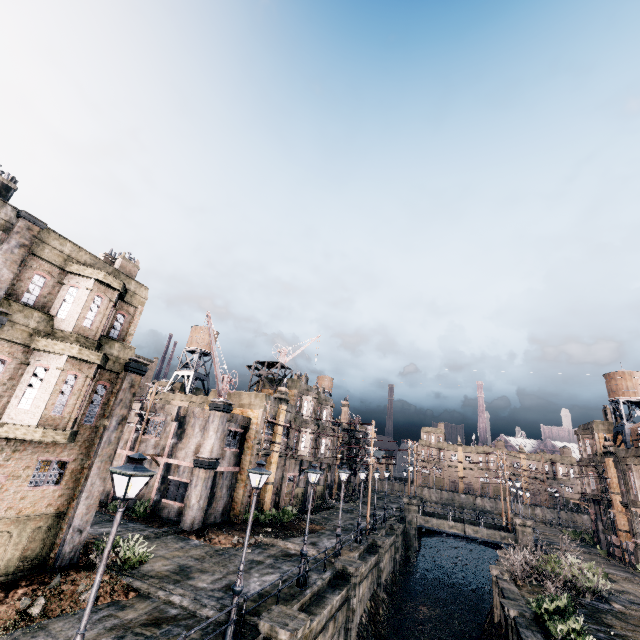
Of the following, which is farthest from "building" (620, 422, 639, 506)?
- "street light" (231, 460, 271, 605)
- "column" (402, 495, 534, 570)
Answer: "street light" (231, 460, 271, 605)

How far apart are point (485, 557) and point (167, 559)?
61.8m

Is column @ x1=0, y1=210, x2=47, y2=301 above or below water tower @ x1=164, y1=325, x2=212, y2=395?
below

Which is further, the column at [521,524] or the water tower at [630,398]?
the water tower at [630,398]

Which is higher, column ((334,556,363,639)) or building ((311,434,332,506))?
building ((311,434,332,506))

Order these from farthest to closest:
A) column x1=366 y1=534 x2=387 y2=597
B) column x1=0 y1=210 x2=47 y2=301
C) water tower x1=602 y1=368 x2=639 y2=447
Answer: water tower x1=602 y1=368 x2=639 y2=447 < column x1=366 y1=534 x2=387 y2=597 < column x1=0 y1=210 x2=47 y2=301

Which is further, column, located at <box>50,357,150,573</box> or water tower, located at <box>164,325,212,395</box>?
water tower, located at <box>164,325,212,395</box>

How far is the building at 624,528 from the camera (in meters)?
37.06
